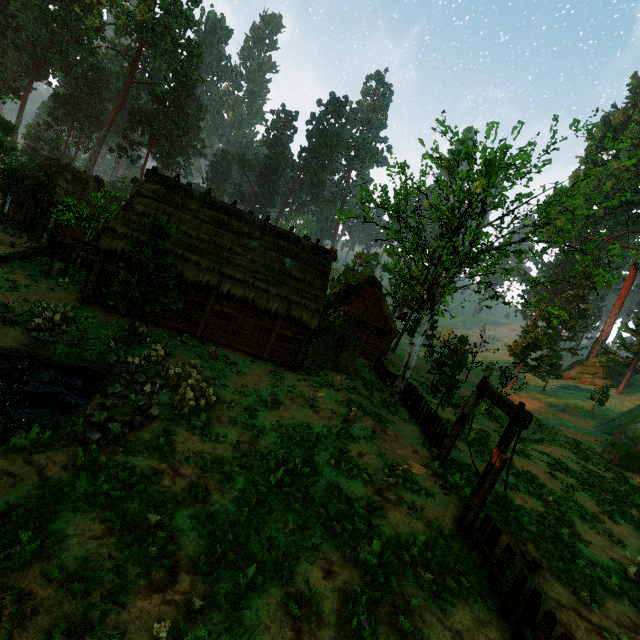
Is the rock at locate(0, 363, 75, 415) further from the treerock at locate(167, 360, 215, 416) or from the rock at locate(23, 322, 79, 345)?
the treerock at locate(167, 360, 215, 416)

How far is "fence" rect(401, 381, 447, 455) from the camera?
13.2m

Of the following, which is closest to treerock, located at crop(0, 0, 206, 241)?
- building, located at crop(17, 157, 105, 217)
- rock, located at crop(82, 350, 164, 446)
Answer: building, located at crop(17, 157, 105, 217)

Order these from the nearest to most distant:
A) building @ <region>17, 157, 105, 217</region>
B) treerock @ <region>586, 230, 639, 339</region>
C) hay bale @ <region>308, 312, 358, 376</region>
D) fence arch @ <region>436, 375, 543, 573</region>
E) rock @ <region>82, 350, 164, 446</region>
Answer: fence arch @ <region>436, 375, 543, 573</region> < rock @ <region>82, 350, 164, 446</region> < treerock @ <region>586, 230, 639, 339</region> < hay bale @ <region>308, 312, 358, 376</region> < building @ <region>17, 157, 105, 217</region>

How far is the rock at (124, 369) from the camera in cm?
968

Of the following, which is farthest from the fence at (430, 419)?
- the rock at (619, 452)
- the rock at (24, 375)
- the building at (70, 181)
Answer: the rock at (619, 452)

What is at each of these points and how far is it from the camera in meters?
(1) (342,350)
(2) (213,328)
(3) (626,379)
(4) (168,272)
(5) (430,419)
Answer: (1) hay bale, 20.5
(2) building, 18.3
(3) treerock, 50.1
(4) treerock, 15.3
(5) fence, 14.8

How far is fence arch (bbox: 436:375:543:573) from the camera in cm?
832
